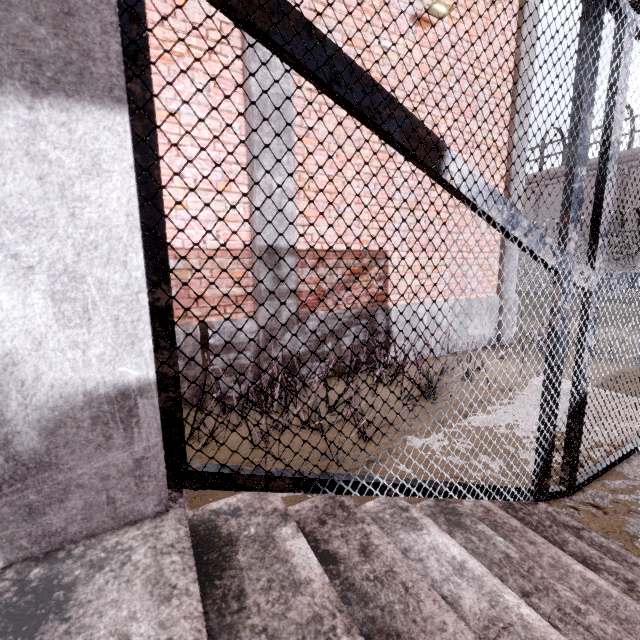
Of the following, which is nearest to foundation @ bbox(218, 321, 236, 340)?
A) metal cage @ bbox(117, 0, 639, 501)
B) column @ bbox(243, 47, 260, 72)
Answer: column @ bbox(243, 47, 260, 72)

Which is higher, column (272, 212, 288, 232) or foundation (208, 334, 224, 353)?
column (272, 212, 288, 232)

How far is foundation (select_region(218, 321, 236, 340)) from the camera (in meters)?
3.92

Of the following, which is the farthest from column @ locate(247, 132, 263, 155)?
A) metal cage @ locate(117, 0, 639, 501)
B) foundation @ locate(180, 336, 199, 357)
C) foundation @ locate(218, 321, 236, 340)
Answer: metal cage @ locate(117, 0, 639, 501)

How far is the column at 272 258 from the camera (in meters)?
4.00

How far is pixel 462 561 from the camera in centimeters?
111cm
